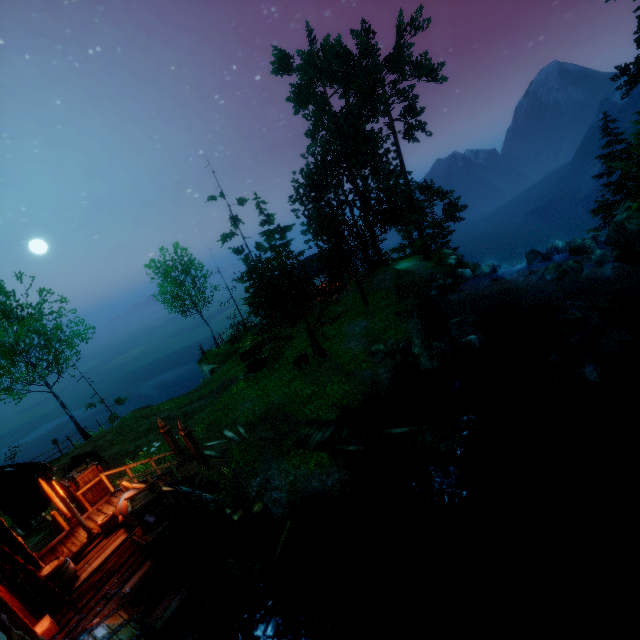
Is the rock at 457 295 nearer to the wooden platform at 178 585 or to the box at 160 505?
the wooden platform at 178 585

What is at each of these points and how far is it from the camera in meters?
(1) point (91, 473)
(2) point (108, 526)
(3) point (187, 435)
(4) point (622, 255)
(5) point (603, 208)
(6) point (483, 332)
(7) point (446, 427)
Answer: (1) box, 11.8 m
(2) bag, 10.0 m
(3) pillar, 12.8 m
(4) barrel, 20.2 m
(5) tree, 36.0 m
(6) rock, 18.6 m
(7) tub, 11.5 m

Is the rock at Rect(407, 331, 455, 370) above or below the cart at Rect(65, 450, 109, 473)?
below

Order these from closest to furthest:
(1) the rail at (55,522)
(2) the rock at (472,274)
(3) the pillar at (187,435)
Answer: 1. (1) the rail at (55,522)
2. (3) the pillar at (187,435)
3. (2) the rock at (472,274)

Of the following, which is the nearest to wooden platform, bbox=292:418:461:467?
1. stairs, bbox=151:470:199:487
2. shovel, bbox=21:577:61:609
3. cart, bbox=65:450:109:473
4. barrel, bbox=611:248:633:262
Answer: stairs, bbox=151:470:199:487

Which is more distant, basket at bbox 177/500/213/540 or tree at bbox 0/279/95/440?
tree at bbox 0/279/95/440

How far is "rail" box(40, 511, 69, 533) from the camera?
10.66m

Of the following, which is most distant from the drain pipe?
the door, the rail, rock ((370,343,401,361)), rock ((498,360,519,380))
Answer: rock ((498,360,519,380))
